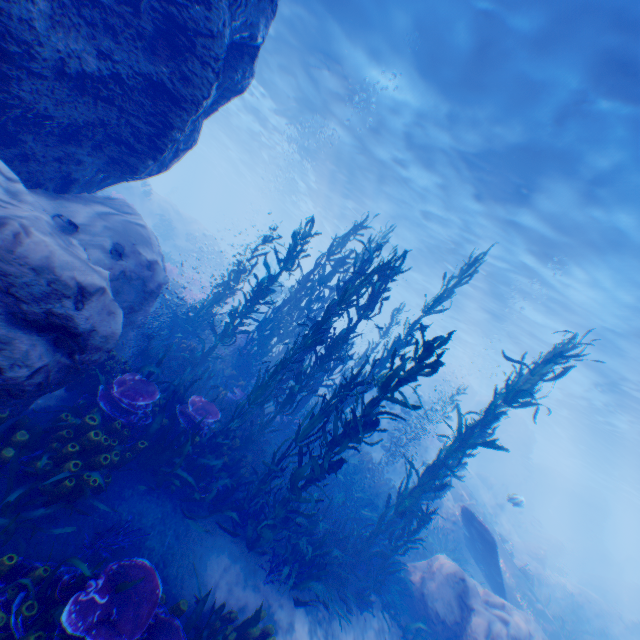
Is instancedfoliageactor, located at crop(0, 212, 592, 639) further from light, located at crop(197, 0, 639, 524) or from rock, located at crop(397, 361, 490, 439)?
light, located at crop(197, 0, 639, 524)

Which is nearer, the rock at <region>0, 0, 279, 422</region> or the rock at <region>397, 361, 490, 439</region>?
the rock at <region>0, 0, 279, 422</region>

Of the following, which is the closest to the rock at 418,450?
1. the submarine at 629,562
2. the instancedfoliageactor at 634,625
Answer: the instancedfoliageactor at 634,625

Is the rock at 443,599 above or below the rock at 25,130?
below

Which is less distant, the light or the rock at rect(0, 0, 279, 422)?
the rock at rect(0, 0, 279, 422)

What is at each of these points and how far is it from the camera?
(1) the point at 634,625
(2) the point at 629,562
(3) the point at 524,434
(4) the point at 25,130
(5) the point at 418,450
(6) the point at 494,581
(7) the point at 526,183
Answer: (1) instancedfoliageactor, 21.1m
(2) submarine, 47.8m
(3) rock, 34.8m
(4) rock, 5.1m
(5) rock, 26.6m
(6) plane, 11.4m
(7) light, 11.5m

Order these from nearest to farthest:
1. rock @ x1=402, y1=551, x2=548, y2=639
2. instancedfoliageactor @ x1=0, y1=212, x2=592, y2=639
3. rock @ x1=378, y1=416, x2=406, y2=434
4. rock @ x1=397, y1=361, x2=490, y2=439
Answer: instancedfoliageactor @ x1=0, y1=212, x2=592, y2=639, rock @ x1=402, y1=551, x2=548, y2=639, rock @ x1=378, y1=416, x2=406, y2=434, rock @ x1=397, y1=361, x2=490, y2=439

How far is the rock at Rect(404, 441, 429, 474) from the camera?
16.5m
